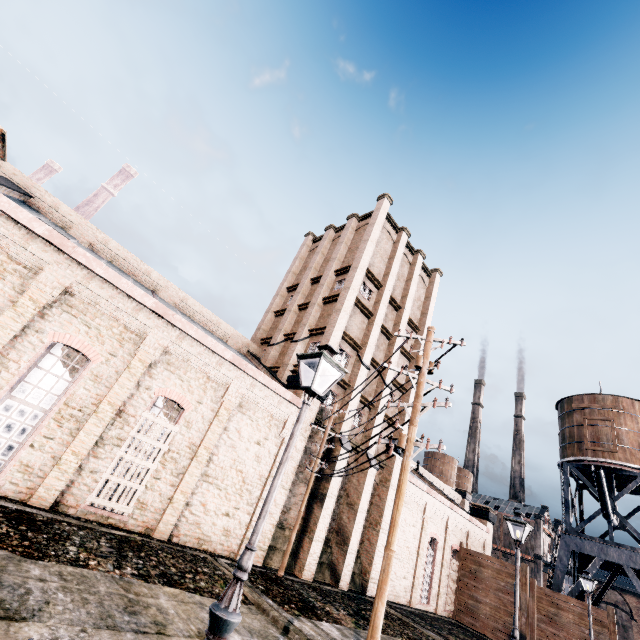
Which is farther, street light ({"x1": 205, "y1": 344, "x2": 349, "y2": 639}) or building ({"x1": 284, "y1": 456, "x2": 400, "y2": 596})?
building ({"x1": 284, "y1": 456, "x2": 400, "y2": 596})

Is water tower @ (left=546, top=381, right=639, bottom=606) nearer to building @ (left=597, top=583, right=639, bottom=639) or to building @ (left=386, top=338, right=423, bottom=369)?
building @ (left=386, top=338, right=423, bottom=369)

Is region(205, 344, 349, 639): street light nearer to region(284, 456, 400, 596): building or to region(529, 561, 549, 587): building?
region(284, 456, 400, 596): building

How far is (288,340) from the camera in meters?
27.7 m

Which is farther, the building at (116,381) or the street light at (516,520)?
the building at (116,381)

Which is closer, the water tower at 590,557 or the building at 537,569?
the water tower at 590,557

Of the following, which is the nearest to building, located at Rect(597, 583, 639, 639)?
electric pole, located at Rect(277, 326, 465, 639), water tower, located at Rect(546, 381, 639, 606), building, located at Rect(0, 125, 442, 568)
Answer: building, located at Rect(0, 125, 442, 568)

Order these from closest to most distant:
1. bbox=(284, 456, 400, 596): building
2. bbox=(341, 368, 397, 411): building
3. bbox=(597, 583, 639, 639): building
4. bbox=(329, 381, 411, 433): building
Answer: bbox=(284, 456, 400, 596): building
bbox=(329, 381, 411, 433): building
bbox=(341, 368, 397, 411): building
bbox=(597, 583, 639, 639): building
